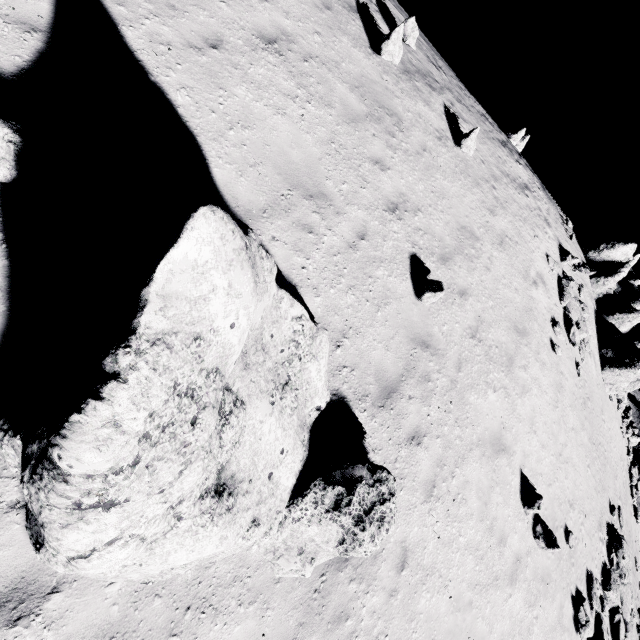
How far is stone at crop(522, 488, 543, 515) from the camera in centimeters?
867cm

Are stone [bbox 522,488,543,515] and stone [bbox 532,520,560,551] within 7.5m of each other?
yes

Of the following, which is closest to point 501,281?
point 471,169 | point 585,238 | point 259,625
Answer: point 471,169

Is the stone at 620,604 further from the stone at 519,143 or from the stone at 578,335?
the stone at 519,143

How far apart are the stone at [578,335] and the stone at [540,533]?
8.9m

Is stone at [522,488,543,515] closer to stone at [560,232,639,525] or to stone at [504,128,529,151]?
stone at [560,232,639,525]

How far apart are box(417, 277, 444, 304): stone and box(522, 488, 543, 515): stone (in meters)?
6.24

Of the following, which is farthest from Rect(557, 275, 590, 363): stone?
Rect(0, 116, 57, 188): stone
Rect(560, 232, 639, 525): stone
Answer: Rect(0, 116, 57, 188): stone
